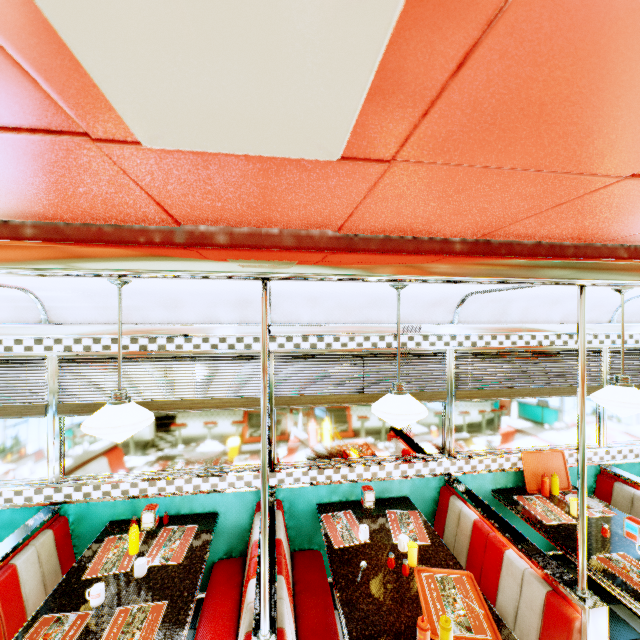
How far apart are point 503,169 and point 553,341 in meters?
3.8

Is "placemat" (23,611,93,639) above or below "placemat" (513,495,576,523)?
below

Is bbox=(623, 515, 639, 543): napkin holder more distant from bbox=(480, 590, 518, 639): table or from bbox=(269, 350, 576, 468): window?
bbox=(480, 590, 518, 639): table

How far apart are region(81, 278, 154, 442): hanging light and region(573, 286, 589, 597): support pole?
2.8 meters

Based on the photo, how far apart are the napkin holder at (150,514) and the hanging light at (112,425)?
1.20m

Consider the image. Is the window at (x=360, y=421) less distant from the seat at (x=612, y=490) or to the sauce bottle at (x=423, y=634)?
the seat at (x=612, y=490)

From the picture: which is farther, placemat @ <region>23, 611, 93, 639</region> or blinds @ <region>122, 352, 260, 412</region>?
blinds @ <region>122, 352, 260, 412</region>

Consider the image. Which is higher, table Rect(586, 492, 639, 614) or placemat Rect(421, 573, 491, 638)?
placemat Rect(421, 573, 491, 638)
